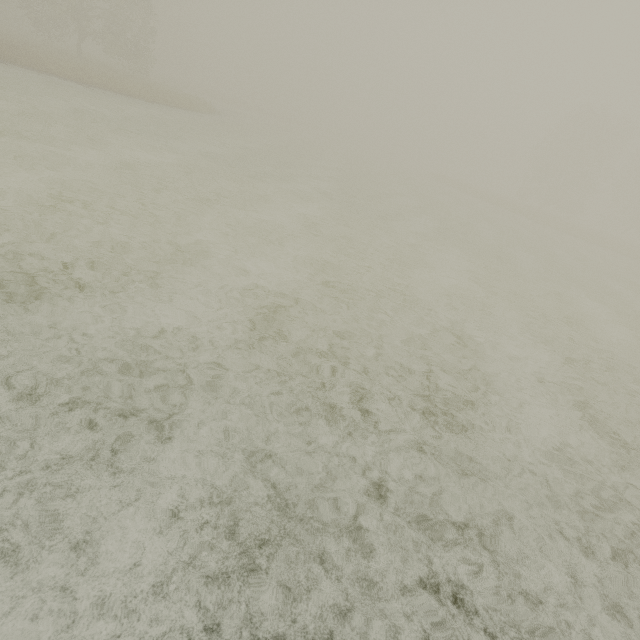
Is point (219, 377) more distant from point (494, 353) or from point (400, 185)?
point (400, 185)
